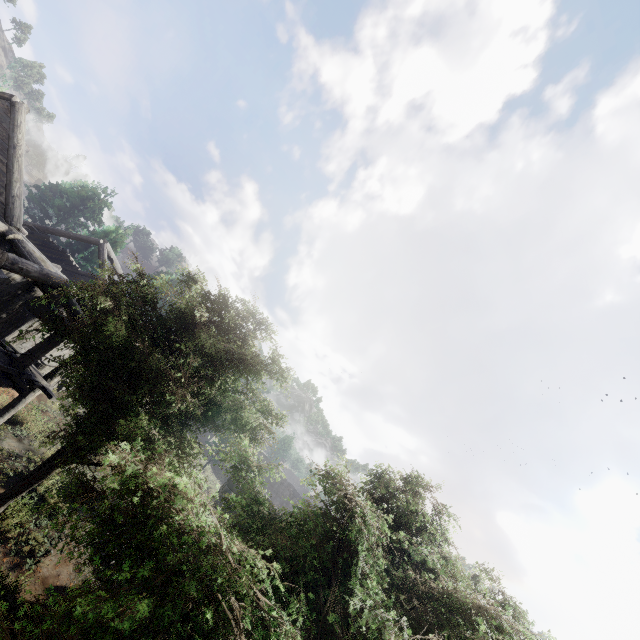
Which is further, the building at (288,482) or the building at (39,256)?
the building at (288,482)

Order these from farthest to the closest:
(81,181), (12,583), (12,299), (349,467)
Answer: (81,181) < (12,299) < (12,583) < (349,467)

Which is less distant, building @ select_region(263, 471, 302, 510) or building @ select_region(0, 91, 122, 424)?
building @ select_region(0, 91, 122, 424)

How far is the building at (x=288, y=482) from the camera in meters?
43.8 m

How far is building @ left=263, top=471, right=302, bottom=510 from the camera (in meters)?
43.81
